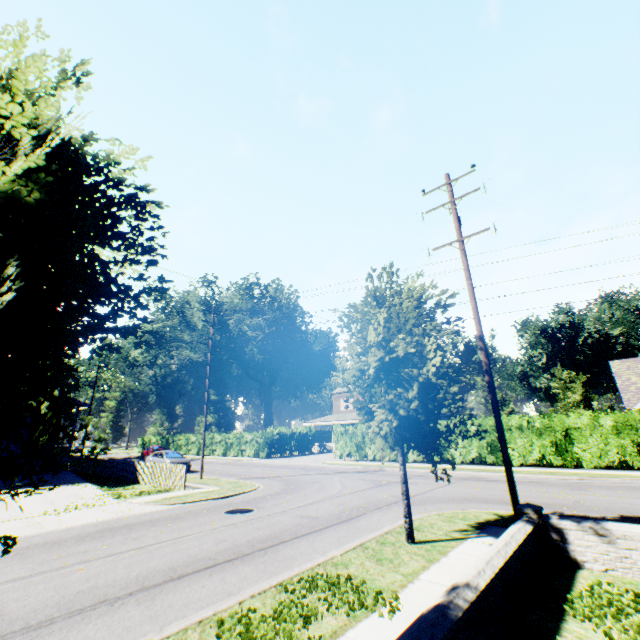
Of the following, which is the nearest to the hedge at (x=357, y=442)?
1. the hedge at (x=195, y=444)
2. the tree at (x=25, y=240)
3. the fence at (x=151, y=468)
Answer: the hedge at (x=195, y=444)

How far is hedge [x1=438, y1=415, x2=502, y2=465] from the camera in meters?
21.5 m

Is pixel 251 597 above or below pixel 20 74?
below

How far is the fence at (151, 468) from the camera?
17.39m

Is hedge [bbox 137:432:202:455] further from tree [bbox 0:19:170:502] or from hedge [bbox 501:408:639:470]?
tree [bbox 0:19:170:502]

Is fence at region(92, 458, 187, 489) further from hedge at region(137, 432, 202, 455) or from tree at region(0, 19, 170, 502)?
tree at region(0, 19, 170, 502)

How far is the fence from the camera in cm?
1739
